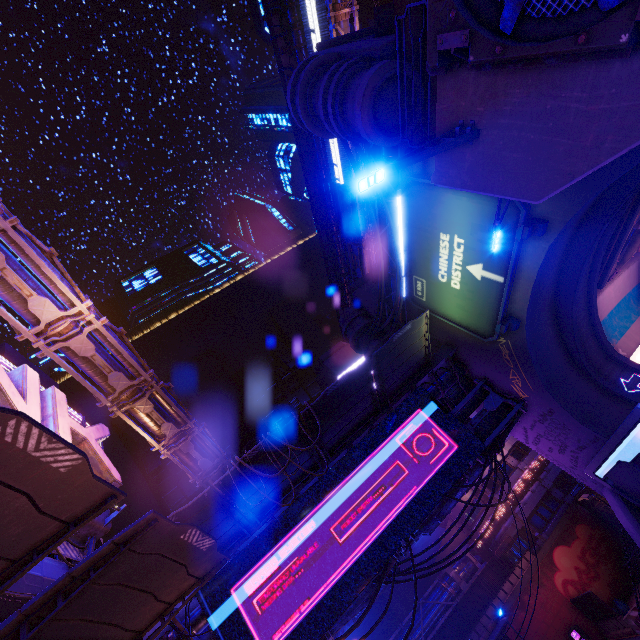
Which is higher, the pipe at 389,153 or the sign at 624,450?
the pipe at 389,153

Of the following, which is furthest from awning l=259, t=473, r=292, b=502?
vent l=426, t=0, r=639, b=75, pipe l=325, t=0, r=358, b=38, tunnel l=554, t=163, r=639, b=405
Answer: pipe l=325, t=0, r=358, b=38

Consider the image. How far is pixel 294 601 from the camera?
13.0m

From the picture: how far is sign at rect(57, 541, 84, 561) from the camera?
9.85m

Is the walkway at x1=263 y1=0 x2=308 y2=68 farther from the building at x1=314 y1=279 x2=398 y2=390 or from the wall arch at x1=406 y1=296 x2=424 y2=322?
the wall arch at x1=406 y1=296 x2=424 y2=322

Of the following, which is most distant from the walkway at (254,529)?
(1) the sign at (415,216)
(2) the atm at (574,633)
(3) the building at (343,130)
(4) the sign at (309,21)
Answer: (4) the sign at (309,21)

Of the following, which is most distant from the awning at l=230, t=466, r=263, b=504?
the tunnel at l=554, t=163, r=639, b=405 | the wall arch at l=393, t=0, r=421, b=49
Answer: the tunnel at l=554, t=163, r=639, b=405

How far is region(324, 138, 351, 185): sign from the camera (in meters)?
38.42
